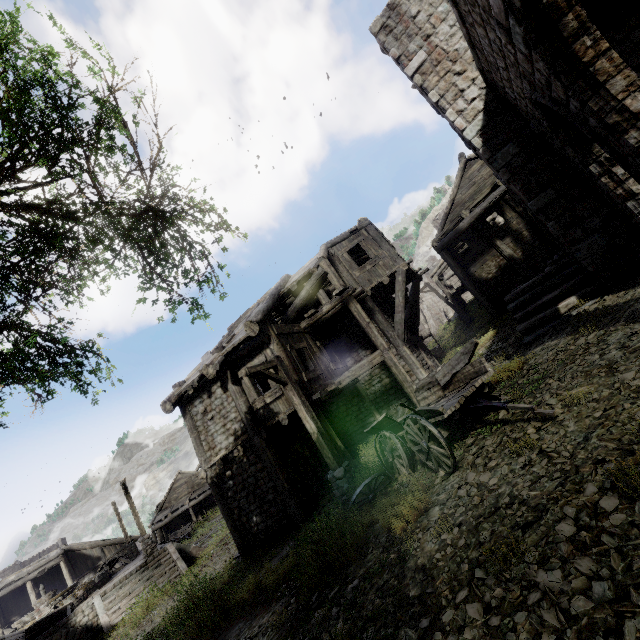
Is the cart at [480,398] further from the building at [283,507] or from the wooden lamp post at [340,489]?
the building at [283,507]

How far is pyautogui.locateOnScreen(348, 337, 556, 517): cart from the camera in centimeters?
571cm

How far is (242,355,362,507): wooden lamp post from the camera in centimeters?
838cm

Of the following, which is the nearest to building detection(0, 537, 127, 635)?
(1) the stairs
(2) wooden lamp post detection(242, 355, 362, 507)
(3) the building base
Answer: (2) wooden lamp post detection(242, 355, 362, 507)

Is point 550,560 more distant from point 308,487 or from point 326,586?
point 308,487

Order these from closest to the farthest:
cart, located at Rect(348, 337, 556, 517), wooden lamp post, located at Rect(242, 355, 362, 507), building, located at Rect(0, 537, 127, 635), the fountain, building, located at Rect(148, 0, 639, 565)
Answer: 1. building, located at Rect(148, 0, 639, 565)
2. cart, located at Rect(348, 337, 556, 517)
3. wooden lamp post, located at Rect(242, 355, 362, 507)
4. the fountain
5. building, located at Rect(0, 537, 127, 635)

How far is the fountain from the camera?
17.7m

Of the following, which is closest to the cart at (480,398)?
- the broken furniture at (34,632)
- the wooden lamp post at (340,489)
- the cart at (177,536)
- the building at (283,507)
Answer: the wooden lamp post at (340,489)
